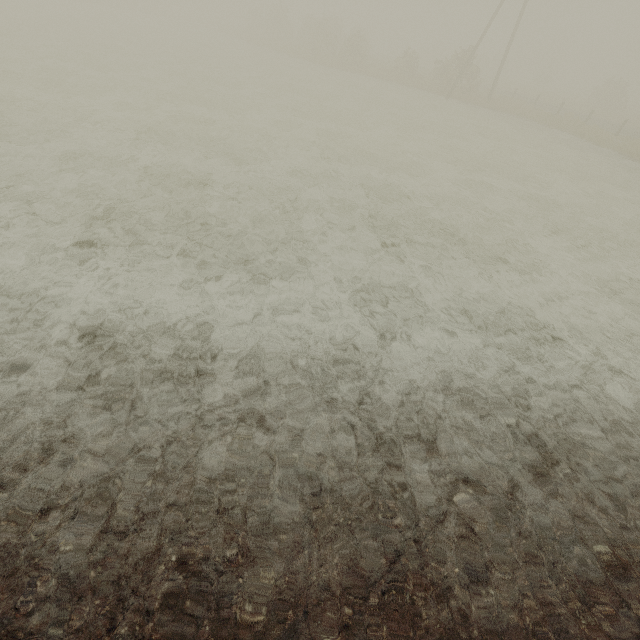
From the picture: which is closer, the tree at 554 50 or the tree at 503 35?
the tree at 554 50

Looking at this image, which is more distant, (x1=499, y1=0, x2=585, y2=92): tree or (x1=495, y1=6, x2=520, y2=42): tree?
(x1=495, y1=6, x2=520, y2=42): tree

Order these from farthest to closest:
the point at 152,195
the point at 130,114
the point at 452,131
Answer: the point at 452,131
the point at 130,114
the point at 152,195

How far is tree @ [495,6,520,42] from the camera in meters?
57.2 m

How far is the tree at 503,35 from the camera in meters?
57.2 m
